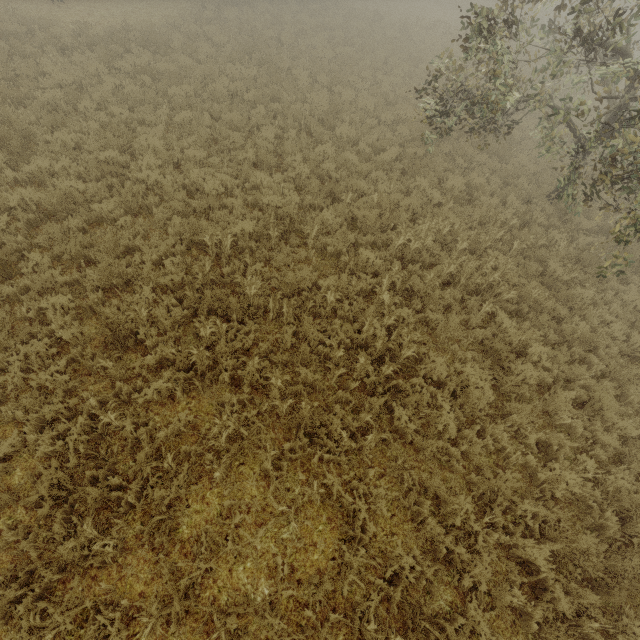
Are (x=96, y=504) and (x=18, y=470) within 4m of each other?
yes
